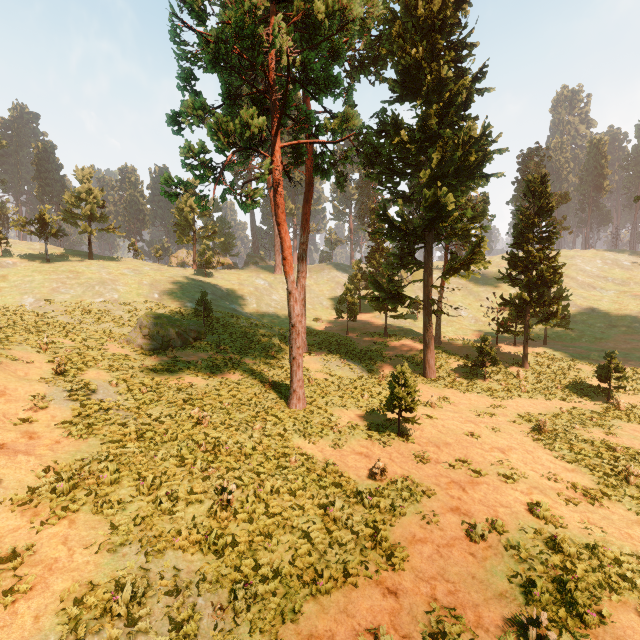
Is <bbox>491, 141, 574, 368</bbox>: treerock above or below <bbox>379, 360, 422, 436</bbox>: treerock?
above

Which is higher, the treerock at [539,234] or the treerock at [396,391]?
the treerock at [539,234]

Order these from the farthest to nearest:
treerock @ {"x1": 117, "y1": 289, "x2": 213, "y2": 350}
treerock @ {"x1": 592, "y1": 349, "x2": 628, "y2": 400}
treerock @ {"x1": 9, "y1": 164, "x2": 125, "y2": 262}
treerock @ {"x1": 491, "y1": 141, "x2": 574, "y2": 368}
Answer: treerock @ {"x1": 9, "y1": 164, "x2": 125, "y2": 262} < treerock @ {"x1": 491, "y1": 141, "x2": 574, "y2": 368} < treerock @ {"x1": 117, "y1": 289, "x2": 213, "y2": 350} < treerock @ {"x1": 592, "y1": 349, "x2": 628, "y2": 400}

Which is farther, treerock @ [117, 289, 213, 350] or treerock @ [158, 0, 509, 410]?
treerock @ [117, 289, 213, 350]

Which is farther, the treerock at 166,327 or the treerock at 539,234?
the treerock at 539,234

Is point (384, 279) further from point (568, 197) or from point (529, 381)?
point (568, 197)

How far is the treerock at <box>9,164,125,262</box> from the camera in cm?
4150
